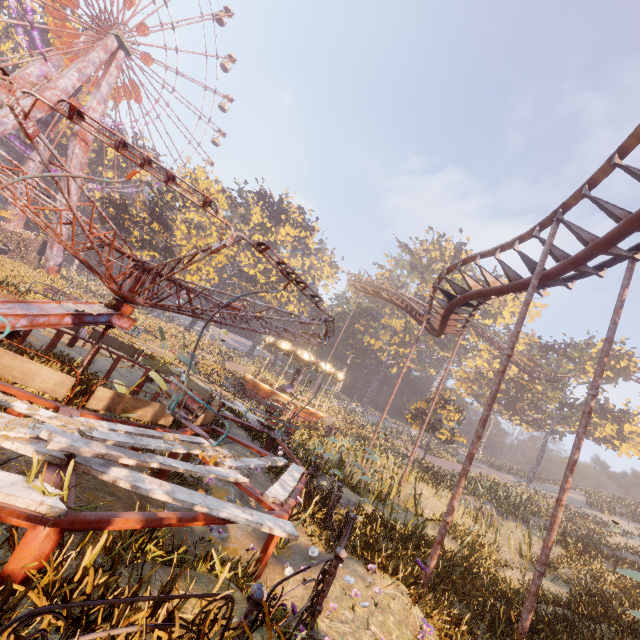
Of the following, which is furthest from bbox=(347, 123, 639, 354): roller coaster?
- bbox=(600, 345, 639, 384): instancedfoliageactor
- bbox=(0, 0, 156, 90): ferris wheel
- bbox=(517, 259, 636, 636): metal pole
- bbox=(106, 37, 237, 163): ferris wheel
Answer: bbox=(106, 37, 237, 163): ferris wheel

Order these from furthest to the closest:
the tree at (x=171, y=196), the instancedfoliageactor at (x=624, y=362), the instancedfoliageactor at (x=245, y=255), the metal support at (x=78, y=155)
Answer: the instancedfoliageactor at (x=245, y=255), the instancedfoliageactor at (x=624, y=362), the metal support at (x=78, y=155), the tree at (x=171, y=196)

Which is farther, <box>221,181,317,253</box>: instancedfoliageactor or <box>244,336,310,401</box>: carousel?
<box>221,181,317,253</box>: instancedfoliageactor

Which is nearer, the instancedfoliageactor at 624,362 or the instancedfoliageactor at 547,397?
the instancedfoliageactor at 547,397

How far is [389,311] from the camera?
58.4m

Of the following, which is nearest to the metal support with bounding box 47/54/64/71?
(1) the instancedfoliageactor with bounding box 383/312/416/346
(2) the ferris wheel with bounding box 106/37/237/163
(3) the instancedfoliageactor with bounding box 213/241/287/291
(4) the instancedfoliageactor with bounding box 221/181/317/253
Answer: (2) the ferris wheel with bounding box 106/37/237/163

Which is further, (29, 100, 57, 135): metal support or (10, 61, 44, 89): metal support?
(10, 61, 44, 89): metal support

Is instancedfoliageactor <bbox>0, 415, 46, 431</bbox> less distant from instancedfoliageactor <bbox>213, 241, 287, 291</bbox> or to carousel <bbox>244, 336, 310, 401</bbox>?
carousel <bbox>244, 336, 310, 401</bbox>
